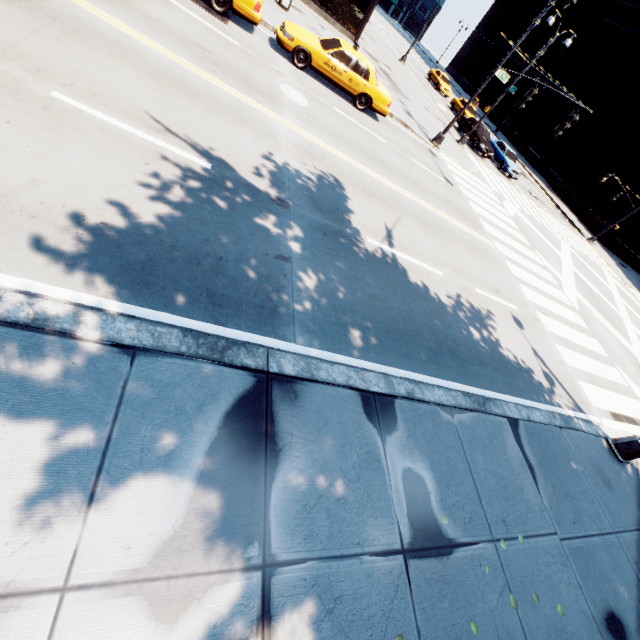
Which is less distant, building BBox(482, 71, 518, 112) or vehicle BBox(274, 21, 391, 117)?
vehicle BBox(274, 21, 391, 117)

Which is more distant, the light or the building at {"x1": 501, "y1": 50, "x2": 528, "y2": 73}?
the building at {"x1": 501, "y1": 50, "x2": 528, "y2": 73}

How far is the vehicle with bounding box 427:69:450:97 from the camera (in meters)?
36.25

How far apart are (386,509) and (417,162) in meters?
14.3

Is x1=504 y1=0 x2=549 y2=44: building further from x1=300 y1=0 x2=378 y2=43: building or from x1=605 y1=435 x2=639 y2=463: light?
x1=605 y1=435 x2=639 y2=463: light

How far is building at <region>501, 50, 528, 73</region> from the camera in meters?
54.3 m

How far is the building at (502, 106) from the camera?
52.8m

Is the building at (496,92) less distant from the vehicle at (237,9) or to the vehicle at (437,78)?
the vehicle at (437,78)
